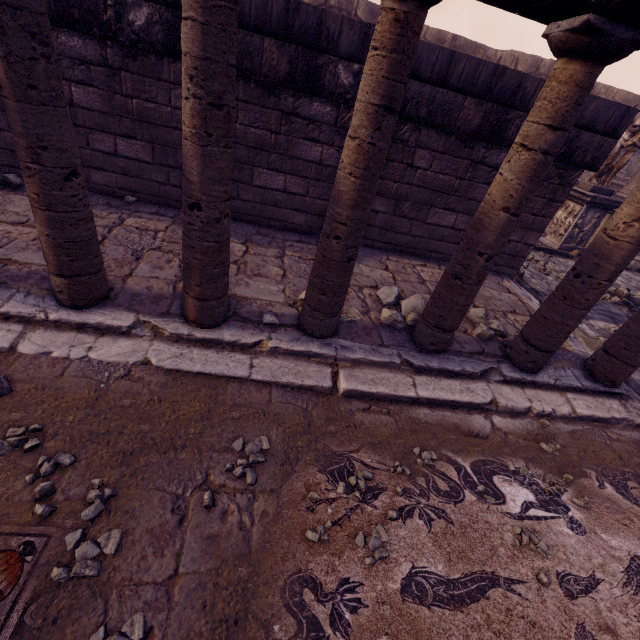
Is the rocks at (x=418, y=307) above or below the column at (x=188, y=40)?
below

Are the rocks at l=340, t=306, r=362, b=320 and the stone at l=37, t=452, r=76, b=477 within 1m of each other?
no

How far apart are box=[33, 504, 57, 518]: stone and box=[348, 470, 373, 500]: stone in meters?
1.6

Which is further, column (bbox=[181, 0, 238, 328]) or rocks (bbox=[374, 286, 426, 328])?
rocks (bbox=[374, 286, 426, 328])

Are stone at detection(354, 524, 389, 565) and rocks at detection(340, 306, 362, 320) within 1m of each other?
no

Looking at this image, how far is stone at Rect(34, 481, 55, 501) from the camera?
1.6 meters

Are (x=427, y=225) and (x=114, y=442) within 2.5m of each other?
no

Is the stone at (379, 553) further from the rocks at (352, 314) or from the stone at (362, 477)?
the rocks at (352, 314)
